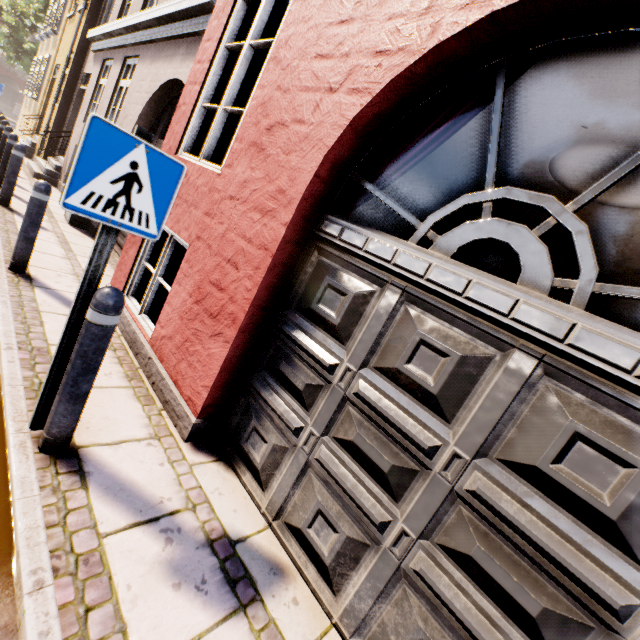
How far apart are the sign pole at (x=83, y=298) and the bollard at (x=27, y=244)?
2.7 meters

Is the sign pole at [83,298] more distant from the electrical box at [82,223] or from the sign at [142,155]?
the electrical box at [82,223]

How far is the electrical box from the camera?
6.5 meters

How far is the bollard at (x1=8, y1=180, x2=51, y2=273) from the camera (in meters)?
3.61

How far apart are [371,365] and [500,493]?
0.89m

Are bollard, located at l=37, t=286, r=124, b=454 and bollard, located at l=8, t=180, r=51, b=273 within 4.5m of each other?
yes

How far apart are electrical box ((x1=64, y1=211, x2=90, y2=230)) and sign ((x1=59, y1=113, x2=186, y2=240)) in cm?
612

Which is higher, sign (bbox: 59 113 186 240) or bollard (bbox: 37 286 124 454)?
sign (bbox: 59 113 186 240)
